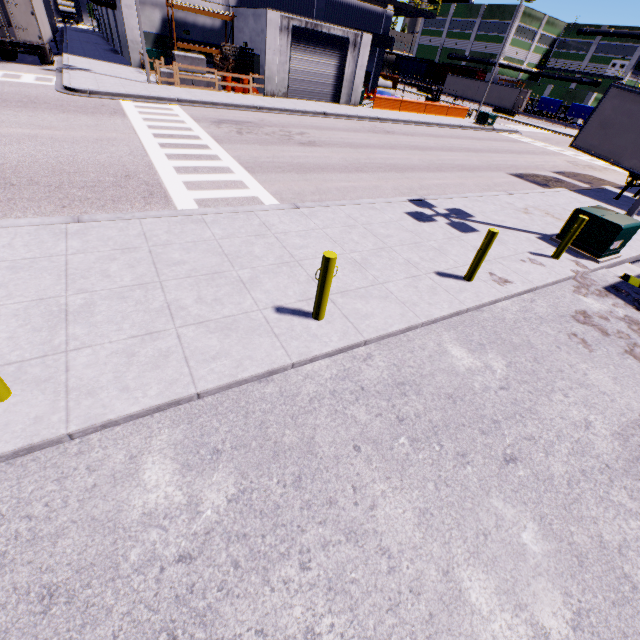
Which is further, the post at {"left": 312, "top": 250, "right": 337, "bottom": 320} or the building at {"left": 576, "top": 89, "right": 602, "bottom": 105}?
the building at {"left": 576, "top": 89, "right": 602, "bottom": 105}

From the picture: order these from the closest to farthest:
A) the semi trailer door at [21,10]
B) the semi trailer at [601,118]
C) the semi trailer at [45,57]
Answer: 1. the semi trailer at [601,118]
2. the semi trailer door at [21,10]
3. the semi trailer at [45,57]

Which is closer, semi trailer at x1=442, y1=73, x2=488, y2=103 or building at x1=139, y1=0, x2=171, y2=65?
building at x1=139, y1=0, x2=171, y2=65

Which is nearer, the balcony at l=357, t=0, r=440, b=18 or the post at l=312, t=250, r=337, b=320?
the post at l=312, t=250, r=337, b=320

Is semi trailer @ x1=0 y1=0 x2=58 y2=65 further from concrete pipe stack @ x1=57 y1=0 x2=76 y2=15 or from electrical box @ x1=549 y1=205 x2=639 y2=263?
concrete pipe stack @ x1=57 y1=0 x2=76 y2=15

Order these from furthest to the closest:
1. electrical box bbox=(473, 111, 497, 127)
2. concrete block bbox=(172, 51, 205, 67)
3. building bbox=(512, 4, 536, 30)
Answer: building bbox=(512, 4, 536, 30) → electrical box bbox=(473, 111, 497, 127) → concrete block bbox=(172, 51, 205, 67)

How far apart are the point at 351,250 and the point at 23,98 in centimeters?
1762cm

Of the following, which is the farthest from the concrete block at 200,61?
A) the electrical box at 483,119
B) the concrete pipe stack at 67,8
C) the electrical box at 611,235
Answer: the concrete pipe stack at 67,8
